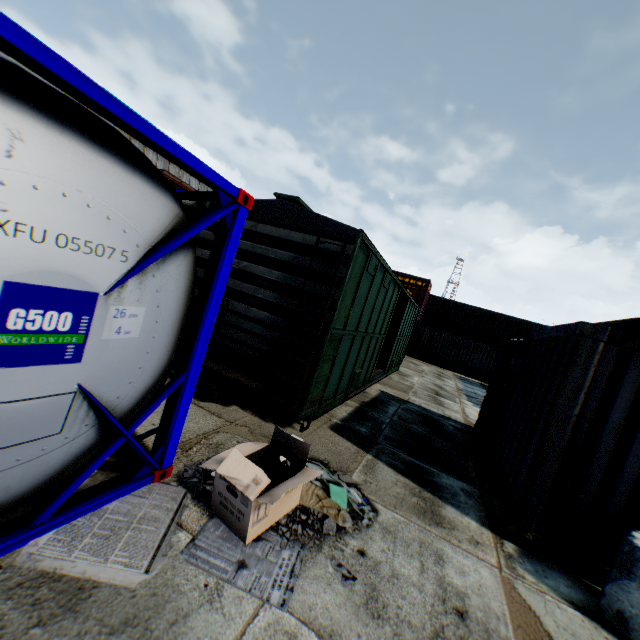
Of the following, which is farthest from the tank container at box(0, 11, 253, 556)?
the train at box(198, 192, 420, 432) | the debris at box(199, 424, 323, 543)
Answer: the train at box(198, 192, 420, 432)

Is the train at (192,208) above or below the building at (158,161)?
below

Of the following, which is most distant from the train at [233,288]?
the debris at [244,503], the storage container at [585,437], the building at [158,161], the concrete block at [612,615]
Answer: the building at [158,161]

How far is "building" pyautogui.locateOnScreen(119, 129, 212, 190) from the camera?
29.7 meters

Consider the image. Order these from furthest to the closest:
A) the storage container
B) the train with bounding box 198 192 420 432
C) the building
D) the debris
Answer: the building, the train with bounding box 198 192 420 432, the storage container, the debris

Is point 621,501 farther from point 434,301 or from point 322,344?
point 434,301

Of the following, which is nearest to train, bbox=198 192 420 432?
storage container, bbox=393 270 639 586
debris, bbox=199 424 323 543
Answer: debris, bbox=199 424 323 543

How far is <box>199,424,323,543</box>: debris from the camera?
2.8m
